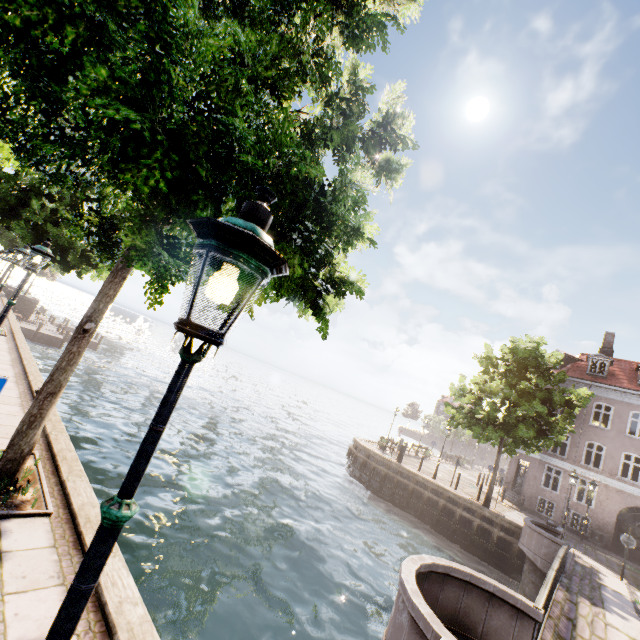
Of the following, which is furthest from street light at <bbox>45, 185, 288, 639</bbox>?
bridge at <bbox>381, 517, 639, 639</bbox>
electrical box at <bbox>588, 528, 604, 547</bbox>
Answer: electrical box at <bbox>588, 528, 604, 547</bbox>

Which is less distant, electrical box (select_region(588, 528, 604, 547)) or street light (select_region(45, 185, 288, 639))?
street light (select_region(45, 185, 288, 639))

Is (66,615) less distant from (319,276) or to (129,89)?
(129,89)

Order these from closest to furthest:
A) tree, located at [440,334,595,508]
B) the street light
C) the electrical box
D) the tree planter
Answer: the street light, the tree planter, tree, located at [440,334,595,508], the electrical box

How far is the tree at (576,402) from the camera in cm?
1755

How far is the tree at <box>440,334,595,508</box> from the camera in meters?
17.5 m

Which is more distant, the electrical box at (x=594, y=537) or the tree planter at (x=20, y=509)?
the electrical box at (x=594, y=537)

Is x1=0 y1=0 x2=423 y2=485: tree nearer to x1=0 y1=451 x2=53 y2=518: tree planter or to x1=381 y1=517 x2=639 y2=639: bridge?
x1=0 y1=451 x2=53 y2=518: tree planter
